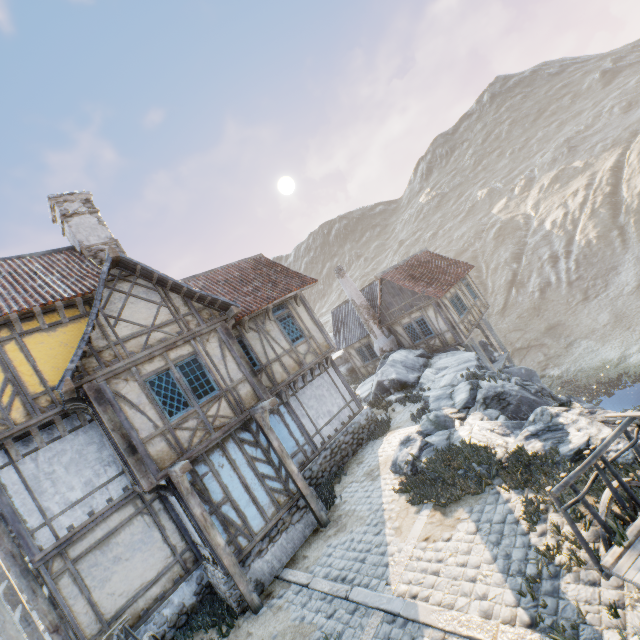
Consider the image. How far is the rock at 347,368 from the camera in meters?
27.3 m

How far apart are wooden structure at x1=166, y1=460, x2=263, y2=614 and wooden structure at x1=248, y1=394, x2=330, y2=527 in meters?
2.3 m

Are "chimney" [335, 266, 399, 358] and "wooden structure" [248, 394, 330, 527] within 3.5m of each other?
no

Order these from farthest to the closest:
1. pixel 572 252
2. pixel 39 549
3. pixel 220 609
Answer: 1. pixel 572 252
2. pixel 220 609
3. pixel 39 549

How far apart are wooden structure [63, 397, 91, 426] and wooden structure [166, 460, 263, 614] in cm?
268

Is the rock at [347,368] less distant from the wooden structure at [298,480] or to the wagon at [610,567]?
the wooden structure at [298,480]

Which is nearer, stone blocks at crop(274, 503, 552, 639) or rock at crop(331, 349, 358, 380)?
stone blocks at crop(274, 503, 552, 639)

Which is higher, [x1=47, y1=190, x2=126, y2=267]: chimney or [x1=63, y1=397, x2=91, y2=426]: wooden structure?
[x1=47, y1=190, x2=126, y2=267]: chimney
